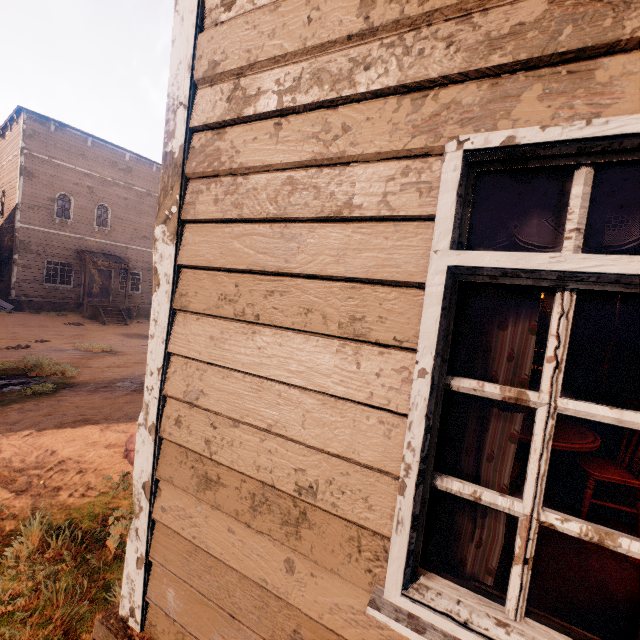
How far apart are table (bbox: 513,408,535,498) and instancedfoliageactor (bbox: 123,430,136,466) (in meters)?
3.65

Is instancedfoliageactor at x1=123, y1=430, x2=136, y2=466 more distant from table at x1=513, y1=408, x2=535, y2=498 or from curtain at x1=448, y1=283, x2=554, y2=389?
curtain at x1=448, y1=283, x2=554, y2=389

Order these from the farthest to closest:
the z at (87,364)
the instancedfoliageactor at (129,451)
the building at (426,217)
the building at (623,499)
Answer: the instancedfoliageactor at (129,451), the building at (623,499), the z at (87,364), the building at (426,217)

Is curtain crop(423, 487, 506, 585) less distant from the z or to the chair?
the z

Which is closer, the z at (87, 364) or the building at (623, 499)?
the z at (87, 364)

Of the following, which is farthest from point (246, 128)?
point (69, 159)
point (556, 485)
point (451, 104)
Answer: point (69, 159)

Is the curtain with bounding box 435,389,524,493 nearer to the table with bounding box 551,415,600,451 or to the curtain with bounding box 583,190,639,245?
the curtain with bounding box 583,190,639,245

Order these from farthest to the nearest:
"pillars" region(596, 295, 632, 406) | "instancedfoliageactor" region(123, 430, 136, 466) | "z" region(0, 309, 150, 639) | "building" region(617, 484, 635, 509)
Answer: "pillars" region(596, 295, 632, 406), "instancedfoliageactor" region(123, 430, 136, 466), "building" region(617, 484, 635, 509), "z" region(0, 309, 150, 639)
